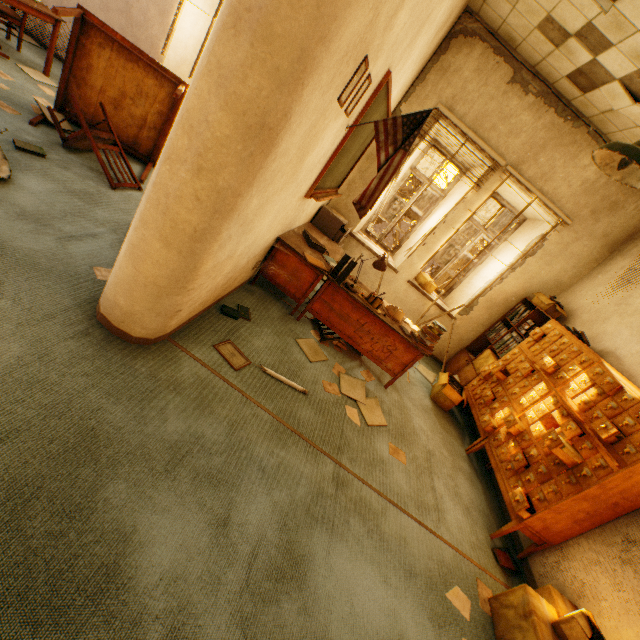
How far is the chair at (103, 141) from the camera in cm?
337

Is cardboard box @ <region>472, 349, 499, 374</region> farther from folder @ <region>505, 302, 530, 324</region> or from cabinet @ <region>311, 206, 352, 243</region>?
cabinet @ <region>311, 206, 352, 243</region>

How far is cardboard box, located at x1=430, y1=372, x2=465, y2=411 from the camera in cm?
450

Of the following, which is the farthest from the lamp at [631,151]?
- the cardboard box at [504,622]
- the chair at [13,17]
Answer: the chair at [13,17]

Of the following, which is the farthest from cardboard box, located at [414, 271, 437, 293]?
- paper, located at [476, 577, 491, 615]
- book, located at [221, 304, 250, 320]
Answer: paper, located at [476, 577, 491, 615]

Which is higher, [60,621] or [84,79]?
[84,79]

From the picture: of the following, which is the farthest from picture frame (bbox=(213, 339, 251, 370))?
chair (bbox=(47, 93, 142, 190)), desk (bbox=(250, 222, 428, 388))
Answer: chair (bbox=(47, 93, 142, 190))

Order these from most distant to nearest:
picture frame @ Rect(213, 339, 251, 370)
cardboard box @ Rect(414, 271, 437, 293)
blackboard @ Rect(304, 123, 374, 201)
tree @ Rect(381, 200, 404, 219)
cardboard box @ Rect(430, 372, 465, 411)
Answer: tree @ Rect(381, 200, 404, 219)
cardboard box @ Rect(414, 271, 437, 293)
cardboard box @ Rect(430, 372, 465, 411)
blackboard @ Rect(304, 123, 374, 201)
picture frame @ Rect(213, 339, 251, 370)
